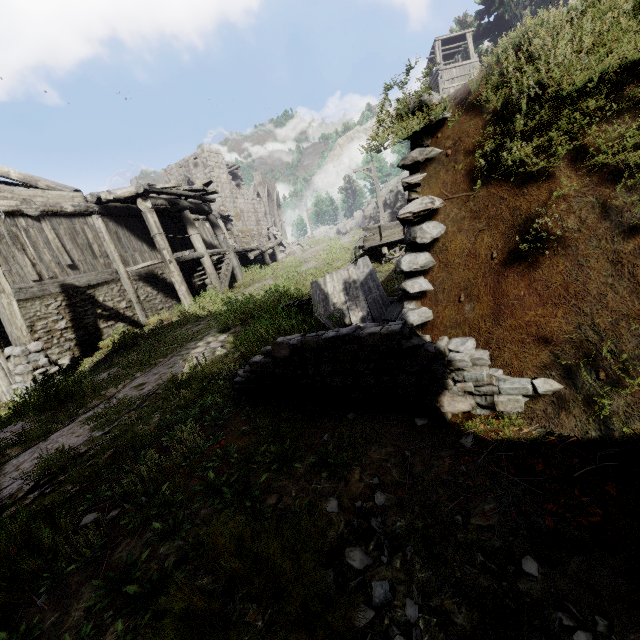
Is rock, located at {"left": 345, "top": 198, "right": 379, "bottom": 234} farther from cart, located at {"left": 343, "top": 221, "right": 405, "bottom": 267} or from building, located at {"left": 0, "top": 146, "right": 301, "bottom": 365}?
cart, located at {"left": 343, "top": 221, "right": 405, "bottom": 267}

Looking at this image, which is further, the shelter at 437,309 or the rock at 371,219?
the rock at 371,219

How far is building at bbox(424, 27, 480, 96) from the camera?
26.2 meters

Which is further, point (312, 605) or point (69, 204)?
point (69, 204)

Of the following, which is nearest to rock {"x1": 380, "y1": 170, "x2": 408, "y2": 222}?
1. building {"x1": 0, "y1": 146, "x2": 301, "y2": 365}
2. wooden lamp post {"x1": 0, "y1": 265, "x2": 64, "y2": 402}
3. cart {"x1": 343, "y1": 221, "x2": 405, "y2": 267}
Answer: cart {"x1": 343, "y1": 221, "x2": 405, "y2": 267}

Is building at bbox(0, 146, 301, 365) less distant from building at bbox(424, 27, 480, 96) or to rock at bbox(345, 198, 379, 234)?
rock at bbox(345, 198, 379, 234)

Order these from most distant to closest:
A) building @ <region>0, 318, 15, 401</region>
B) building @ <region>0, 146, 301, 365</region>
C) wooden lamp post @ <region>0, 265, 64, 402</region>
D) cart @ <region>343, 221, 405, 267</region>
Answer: cart @ <region>343, 221, 405, 267</region>, building @ <region>0, 146, 301, 365</region>, building @ <region>0, 318, 15, 401</region>, wooden lamp post @ <region>0, 265, 64, 402</region>

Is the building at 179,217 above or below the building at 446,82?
below
